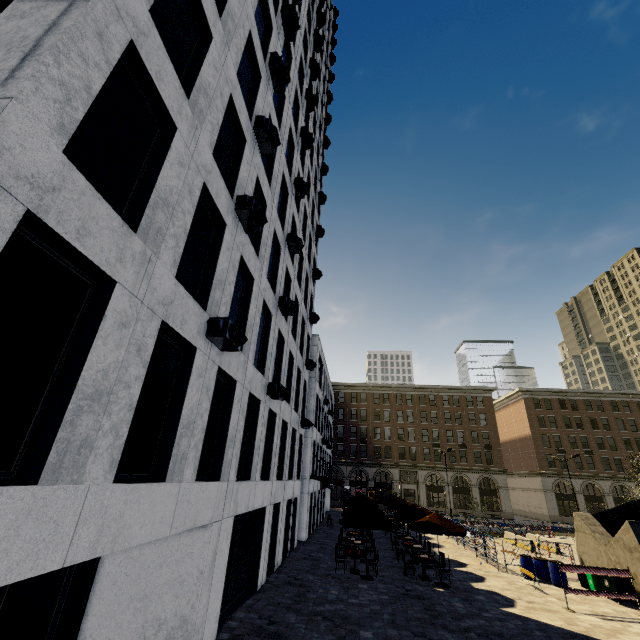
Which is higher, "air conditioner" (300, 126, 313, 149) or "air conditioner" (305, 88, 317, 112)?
"air conditioner" (305, 88, 317, 112)

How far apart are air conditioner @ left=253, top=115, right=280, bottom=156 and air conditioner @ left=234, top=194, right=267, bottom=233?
3.2m

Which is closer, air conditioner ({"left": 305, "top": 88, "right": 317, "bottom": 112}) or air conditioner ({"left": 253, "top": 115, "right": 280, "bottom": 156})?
air conditioner ({"left": 253, "top": 115, "right": 280, "bottom": 156})

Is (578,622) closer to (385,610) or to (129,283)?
(385,610)

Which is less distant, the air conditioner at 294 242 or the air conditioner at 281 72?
the air conditioner at 281 72

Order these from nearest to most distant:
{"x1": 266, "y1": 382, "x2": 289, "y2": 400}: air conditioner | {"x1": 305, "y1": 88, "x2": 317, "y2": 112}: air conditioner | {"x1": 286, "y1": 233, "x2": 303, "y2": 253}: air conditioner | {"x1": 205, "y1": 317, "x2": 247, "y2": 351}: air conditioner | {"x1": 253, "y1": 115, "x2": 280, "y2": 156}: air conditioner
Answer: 1. {"x1": 205, "y1": 317, "x2": 247, "y2": 351}: air conditioner
2. {"x1": 253, "y1": 115, "x2": 280, "y2": 156}: air conditioner
3. {"x1": 266, "y1": 382, "x2": 289, "y2": 400}: air conditioner
4. {"x1": 286, "y1": 233, "x2": 303, "y2": 253}: air conditioner
5. {"x1": 305, "y1": 88, "x2": 317, "y2": 112}: air conditioner

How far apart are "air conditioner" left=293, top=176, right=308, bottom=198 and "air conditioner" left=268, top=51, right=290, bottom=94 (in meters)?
4.25

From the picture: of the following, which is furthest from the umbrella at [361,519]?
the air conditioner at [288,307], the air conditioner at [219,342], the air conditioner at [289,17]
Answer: the air conditioner at [289,17]
